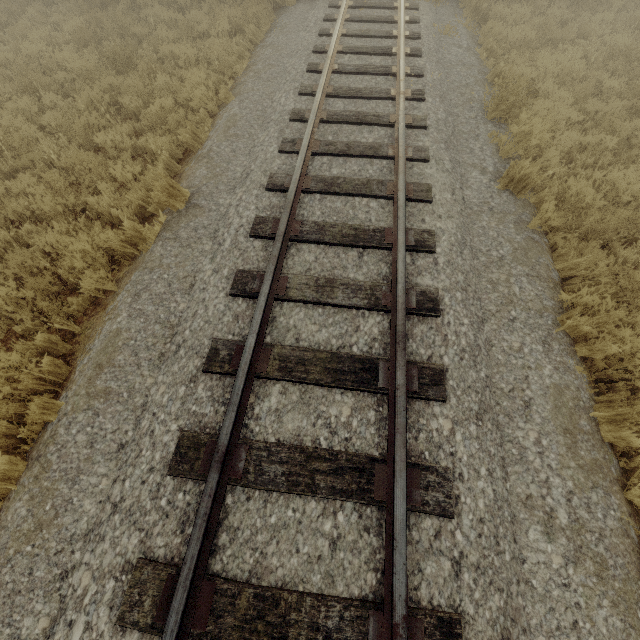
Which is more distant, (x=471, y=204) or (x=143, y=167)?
(x=143, y=167)

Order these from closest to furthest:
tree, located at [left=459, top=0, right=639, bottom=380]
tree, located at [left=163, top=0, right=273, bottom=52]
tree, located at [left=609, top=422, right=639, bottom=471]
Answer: tree, located at [left=609, top=422, right=639, bottom=471], tree, located at [left=459, top=0, right=639, bottom=380], tree, located at [left=163, top=0, right=273, bottom=52]

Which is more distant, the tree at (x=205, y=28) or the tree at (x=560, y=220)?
the tree at (x=205, y=28)

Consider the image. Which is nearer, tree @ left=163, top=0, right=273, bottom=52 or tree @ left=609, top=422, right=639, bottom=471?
tree @ left=609, top=422, right=639, bottom=471
